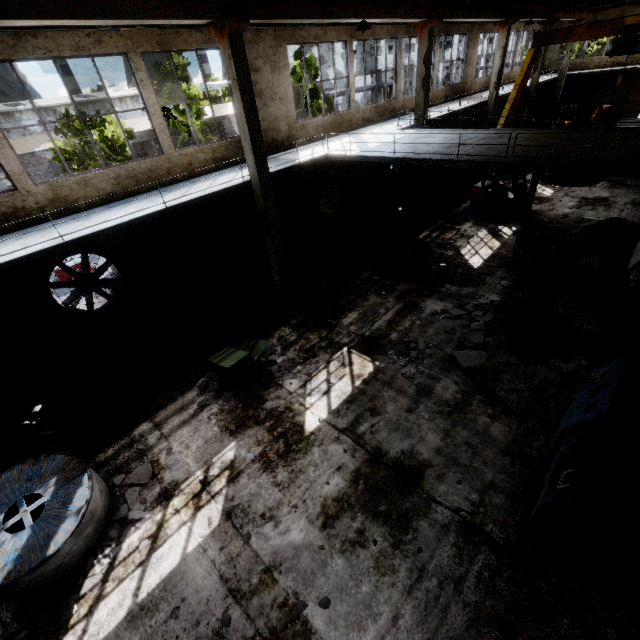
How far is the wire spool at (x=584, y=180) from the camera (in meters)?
12.92

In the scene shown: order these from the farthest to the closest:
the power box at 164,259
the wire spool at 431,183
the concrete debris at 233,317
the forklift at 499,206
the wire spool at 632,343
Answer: the wire spool at 431,183 < the forklift at 499,206 < the power box at 164,259 < the concrete debris at 233,317 < the wire spool at 632,343

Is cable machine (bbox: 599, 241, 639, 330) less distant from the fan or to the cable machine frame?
the cable machine frame

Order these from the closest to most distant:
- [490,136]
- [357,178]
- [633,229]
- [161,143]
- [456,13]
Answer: [161,143] → [490,136] → [633,229] → [456,13] → [357,178]

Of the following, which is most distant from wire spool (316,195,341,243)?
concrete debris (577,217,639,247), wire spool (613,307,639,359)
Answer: wire spool (613,307,639,359)

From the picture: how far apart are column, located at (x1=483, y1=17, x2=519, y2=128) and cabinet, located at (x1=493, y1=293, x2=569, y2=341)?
17.3 meters

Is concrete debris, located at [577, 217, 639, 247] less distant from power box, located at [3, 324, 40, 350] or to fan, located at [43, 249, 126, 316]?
fan, located at [43, 249, 126, 316]

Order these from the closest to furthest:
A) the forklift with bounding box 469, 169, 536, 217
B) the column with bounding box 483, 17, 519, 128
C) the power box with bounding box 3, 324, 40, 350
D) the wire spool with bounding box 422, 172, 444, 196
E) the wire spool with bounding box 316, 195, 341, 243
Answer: the power box with bounding box 3, 324, 40, 350, the wire spool with bounding box 316, 195, 341, 243, the forklift with bounding box 469, 169, 536, 217, the column with bounding box 483, 17, 519, 128, the wire spool with bounding box 422, 172, 444, 196
